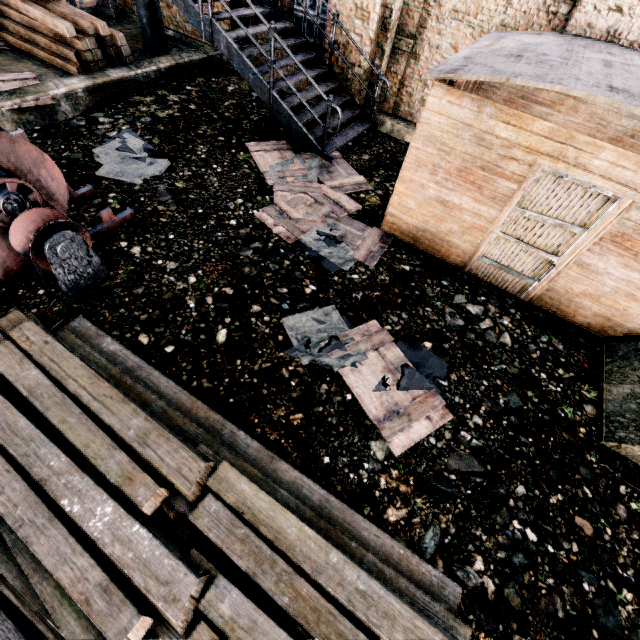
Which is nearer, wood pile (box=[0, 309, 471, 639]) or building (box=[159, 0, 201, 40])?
wood pile (box=[0, 309, 471, 639])

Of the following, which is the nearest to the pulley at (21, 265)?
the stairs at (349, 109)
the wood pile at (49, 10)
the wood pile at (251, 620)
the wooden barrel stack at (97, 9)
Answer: the wood pile at (251, 620)

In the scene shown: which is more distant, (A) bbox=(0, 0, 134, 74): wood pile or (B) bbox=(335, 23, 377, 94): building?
(B) bbox=(335, 23, 377, 94): building

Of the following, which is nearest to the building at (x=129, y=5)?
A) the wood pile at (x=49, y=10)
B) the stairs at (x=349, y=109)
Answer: the stairs at (x=349, y=109)

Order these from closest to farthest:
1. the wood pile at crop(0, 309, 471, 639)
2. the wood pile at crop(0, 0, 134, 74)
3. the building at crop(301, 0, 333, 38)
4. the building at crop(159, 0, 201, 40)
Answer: the wood pile at crop(0, 309, 471, 639)
the wood pile at crop(0, 0, 134, 74)
the building at crop(301, 0, 333, 38)
the building at crop(159, 0, 201, 40)

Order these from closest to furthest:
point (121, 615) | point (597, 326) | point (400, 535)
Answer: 1. point (121, 615)
2. point (400, 535)
3. point (597, 326)

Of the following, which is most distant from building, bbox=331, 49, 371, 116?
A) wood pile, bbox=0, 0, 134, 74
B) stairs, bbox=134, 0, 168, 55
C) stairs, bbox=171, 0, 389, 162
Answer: wood pile, bbox=0, 0, 134, 74

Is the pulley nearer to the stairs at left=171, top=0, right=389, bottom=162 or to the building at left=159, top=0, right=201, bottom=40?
the building at left=159, top=0, right=201, bottom=40
